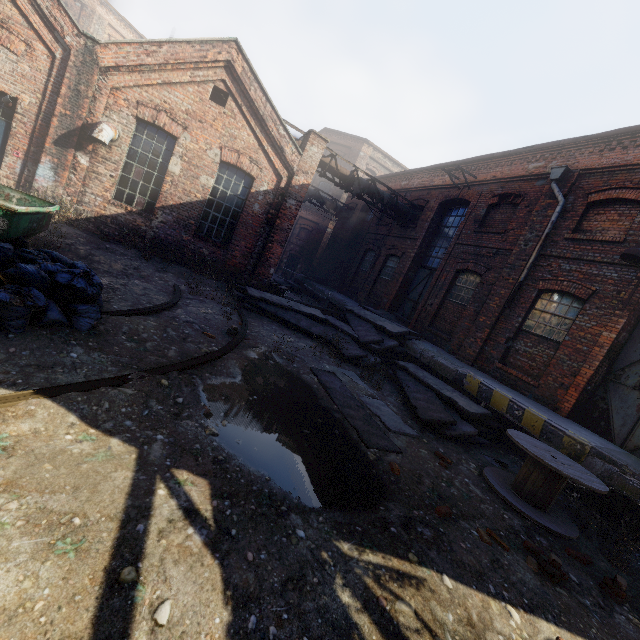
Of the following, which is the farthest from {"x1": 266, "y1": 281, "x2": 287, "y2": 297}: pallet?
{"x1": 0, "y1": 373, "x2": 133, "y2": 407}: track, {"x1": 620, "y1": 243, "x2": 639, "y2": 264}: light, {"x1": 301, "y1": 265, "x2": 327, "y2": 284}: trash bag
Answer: {"x1": 620, "y1": 243, "x2": 639, "y2": 264}: light

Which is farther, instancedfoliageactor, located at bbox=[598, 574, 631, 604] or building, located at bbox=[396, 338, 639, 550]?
building, located at bbox=[396, 338, 639, 550]

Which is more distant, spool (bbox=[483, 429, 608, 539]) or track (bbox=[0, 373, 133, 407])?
spool (bbox=[483, 429, 608, 539])

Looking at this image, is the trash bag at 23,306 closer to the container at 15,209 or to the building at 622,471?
the container at 15,209

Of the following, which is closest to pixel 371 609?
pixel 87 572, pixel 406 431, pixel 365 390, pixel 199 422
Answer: pixel 87 572

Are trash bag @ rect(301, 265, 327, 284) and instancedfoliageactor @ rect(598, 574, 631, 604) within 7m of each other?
no

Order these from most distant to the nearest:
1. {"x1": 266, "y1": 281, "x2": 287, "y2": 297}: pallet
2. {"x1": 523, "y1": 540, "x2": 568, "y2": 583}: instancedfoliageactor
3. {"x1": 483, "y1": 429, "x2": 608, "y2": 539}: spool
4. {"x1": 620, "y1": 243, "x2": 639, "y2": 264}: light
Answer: {"x1": 266, "y1": 281, "x2": 287, "y2": 297}: pallet < {"x1": 620, "y1": 243, "x2": 639, "y2": 264}: light < {"x1": 483, "y1": 429, "x2": 608, "y2": 539}: spool < {"x1": 523, "y1": 540, "x2": 568, "y2": 583}: instancedfoliageactor

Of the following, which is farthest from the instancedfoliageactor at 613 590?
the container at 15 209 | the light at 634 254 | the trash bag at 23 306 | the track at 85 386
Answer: the container at 15 209
